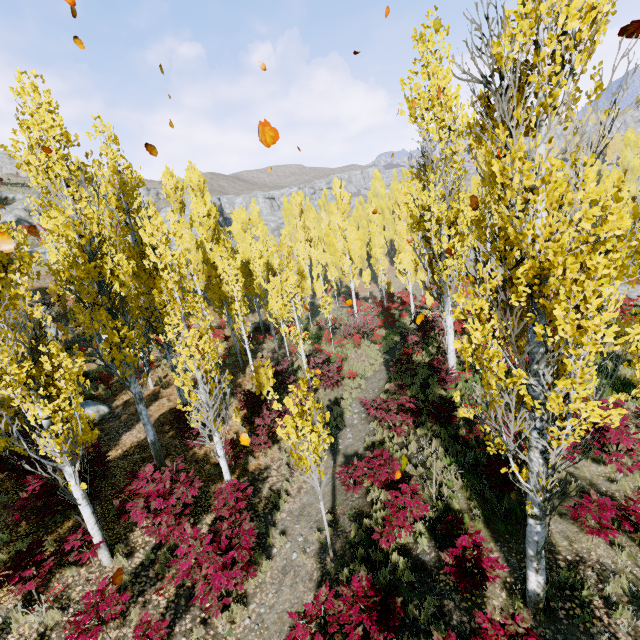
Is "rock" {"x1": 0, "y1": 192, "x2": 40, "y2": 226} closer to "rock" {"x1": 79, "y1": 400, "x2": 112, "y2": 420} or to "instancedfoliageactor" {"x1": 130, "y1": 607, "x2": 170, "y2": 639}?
"instancedfoliageactor" {"x1": 130, "y1": 607, "x2": 170, "y2": 639}

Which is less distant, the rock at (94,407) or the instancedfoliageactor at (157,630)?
the instancedfoliageactor at (157,630)

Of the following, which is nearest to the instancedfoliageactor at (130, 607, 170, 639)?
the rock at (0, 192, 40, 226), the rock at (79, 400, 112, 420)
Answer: the rock at (79, 400, 112, 420)

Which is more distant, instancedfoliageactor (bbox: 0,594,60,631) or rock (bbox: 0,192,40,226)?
rock (bbox: 0,192,40,226)

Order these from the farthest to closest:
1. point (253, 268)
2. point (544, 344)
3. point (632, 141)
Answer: point (632, 141)
point (253, 268)
point (544, 344)

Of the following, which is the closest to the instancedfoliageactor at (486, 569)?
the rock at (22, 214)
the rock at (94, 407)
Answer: the rock at (94, 407)

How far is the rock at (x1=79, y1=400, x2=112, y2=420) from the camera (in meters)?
14.12

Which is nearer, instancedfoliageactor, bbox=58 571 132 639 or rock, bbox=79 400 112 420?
instancedfoliageactor, bbox=58 571 132 639
